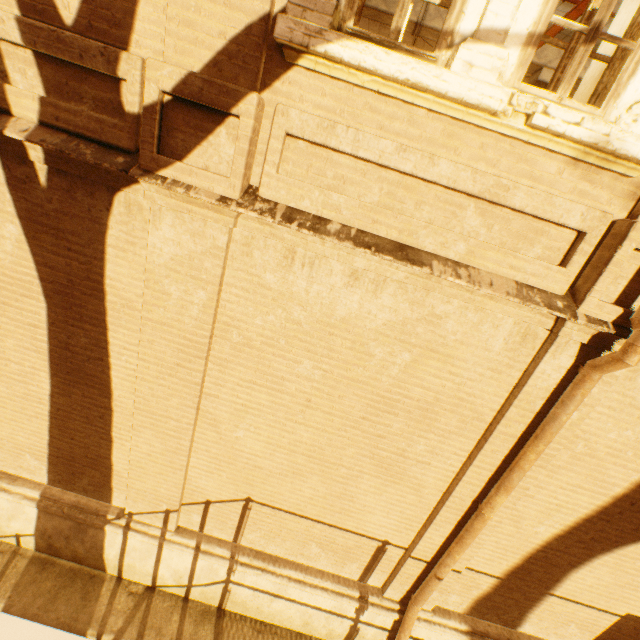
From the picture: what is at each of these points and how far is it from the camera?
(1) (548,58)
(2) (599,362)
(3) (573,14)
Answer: (1) vent duct, 6.76m
(2) drain pipe, 2.86m
(3) metal beam, 4.65m

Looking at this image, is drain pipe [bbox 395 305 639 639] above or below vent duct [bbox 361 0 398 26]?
below

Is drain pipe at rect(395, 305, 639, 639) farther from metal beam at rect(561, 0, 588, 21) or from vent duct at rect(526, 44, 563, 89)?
vent duct at rect(526, 44, 563, 89)

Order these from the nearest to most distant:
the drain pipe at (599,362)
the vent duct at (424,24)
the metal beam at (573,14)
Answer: the drain pipe at (599,362)
the metal beam at (573,14)
the vent duct at (424,24)

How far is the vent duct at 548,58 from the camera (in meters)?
6.71

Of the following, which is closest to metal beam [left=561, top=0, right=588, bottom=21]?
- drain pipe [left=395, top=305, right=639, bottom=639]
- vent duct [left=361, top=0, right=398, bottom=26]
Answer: vent duct [left=361, top=0, right=398, bottom=26]

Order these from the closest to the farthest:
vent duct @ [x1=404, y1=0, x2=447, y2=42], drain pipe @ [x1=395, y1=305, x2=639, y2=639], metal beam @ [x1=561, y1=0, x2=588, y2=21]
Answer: drain pipe @ [x1=395, y1=305, x2=639, y2=639] < metal beam @ [x1=561, y1=0, x2=588, y2=21] < vent duct @ [x1=404, y1=0, x2=447, y2=42]
